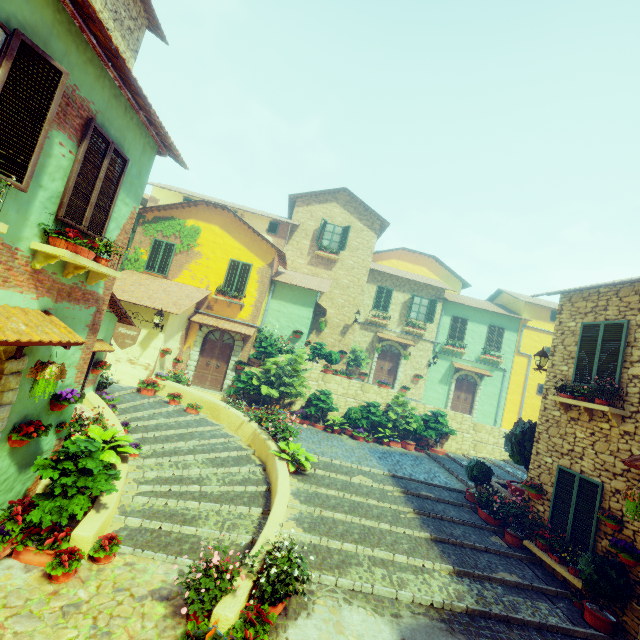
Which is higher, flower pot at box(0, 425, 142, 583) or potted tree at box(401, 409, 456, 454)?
potted tree at box(401, 409, 456, 454)

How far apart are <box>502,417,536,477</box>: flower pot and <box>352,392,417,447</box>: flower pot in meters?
4.6 m

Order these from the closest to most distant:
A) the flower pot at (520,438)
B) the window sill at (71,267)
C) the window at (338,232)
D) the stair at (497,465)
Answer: the window sill at (71,267)
the flower pot at (520,438)
the stair at (497,465)
the window at (338,232)

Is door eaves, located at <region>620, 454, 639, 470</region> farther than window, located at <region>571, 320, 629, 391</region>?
No

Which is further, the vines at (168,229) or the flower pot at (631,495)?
the vines at (168,229)

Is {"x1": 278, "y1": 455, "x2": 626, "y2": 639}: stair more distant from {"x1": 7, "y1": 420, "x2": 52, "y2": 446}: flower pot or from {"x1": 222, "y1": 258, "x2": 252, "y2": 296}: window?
{"x1": 222, "y1": 258, "x2": 252, "y2": 296}: window

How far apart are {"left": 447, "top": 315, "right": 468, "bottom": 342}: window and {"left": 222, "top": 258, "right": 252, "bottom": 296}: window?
13.66m

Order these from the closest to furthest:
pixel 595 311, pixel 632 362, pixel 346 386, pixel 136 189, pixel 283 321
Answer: pixel 136 189 < pixel 632 362 < pixel 595 311 < pixel 346 386 < pixel 283 321
